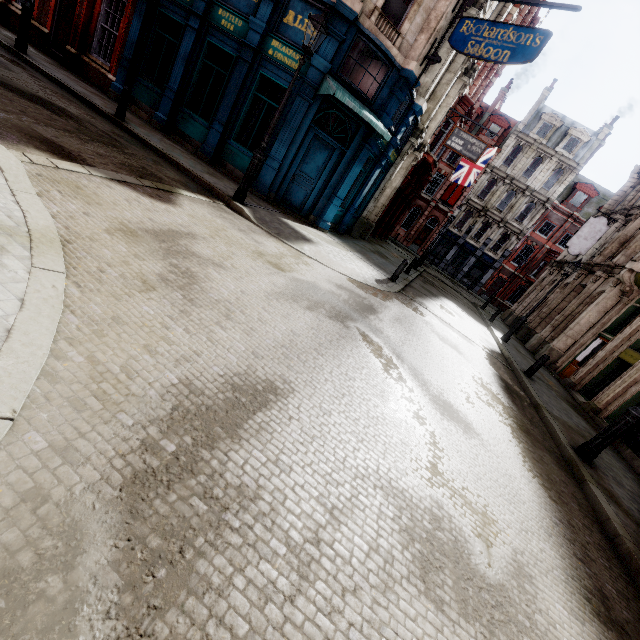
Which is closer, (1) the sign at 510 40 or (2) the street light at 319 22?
(2) the street light at 319 22

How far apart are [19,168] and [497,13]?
20.8 meters

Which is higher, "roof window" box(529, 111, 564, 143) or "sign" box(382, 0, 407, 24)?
"roof window" box(529, 111, 564, 143)

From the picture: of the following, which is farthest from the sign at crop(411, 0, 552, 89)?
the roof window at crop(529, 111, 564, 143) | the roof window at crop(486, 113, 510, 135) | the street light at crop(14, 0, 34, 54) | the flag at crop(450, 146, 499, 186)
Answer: the roof window at crop(529, 111, 564, 143)

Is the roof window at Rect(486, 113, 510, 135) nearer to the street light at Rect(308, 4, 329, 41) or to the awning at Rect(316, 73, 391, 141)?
the awning at Rect(316, 73, 391, 141)

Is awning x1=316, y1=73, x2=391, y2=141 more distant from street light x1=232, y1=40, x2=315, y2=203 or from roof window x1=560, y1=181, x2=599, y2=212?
roof window x1=560, y1=181, x2=599, y2=212

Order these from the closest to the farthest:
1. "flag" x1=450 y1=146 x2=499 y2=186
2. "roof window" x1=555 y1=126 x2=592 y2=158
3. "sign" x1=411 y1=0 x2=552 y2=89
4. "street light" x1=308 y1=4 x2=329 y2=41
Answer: "street light" x1=308 y1=4 x2=329 y2=41 < "sign" x1=411 y1=0 x2=552 y2=89 < "flag" x1=450 y1=146 x2=499 y2=186 < "roof window" x1=555 y1=126 x2=592 y2=158

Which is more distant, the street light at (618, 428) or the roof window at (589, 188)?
the roof window at (589, 188)
